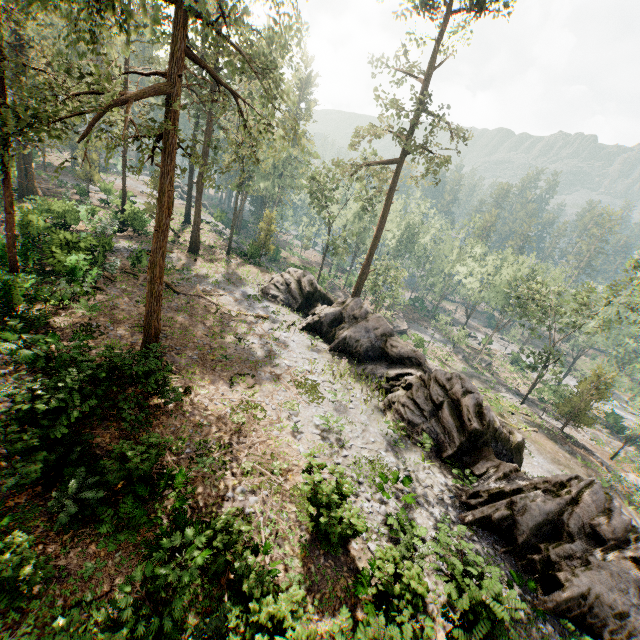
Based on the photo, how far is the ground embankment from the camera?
53.5m

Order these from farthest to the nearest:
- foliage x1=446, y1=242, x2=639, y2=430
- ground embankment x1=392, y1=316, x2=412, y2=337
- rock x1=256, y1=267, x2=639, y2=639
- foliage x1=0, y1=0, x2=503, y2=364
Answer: ground embankment x1=392, y1=316, x2=412, y2=337 < foliage x1=446, y1=242, x2=639, y2=430 < rock x1=256, y1=267, x2=639, y2=639 < foliage x1=0, y1=0, x2=503, y2=364

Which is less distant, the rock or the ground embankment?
the rock

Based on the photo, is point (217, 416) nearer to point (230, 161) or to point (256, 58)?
point (230, 161)

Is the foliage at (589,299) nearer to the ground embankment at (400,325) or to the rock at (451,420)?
the rock at (451,420)

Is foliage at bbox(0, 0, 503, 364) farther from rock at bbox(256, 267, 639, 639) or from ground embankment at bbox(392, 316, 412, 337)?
ground embankment at bbox(392, 316, 412, 337)

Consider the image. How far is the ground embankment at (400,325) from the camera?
53.51m
